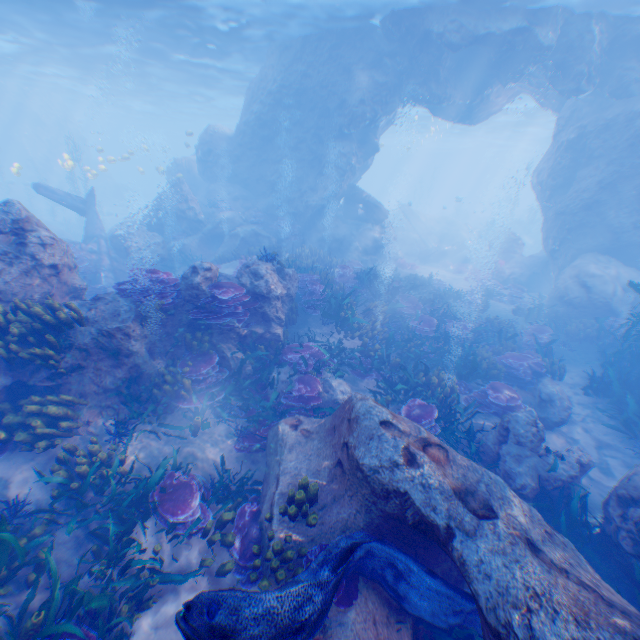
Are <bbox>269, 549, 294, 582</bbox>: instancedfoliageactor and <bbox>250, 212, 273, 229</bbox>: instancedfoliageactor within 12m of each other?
no

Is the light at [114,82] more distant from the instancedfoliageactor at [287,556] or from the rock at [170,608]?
the instancedfoliageactor at [287,556]

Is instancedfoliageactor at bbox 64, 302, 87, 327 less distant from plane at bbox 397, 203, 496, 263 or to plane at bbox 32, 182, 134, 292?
plane at bbox 32, 182, 134, 292

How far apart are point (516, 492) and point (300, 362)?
5.7 meters

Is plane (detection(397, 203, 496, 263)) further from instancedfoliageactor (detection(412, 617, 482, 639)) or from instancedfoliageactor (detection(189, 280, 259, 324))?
instancedfoliageactor (detection(189, 280, 259, 324))

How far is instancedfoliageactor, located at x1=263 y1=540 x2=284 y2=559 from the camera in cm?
472

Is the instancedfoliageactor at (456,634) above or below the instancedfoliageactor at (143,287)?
below

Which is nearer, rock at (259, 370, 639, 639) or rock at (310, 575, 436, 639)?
rock at (259, 370, 639, 639)
